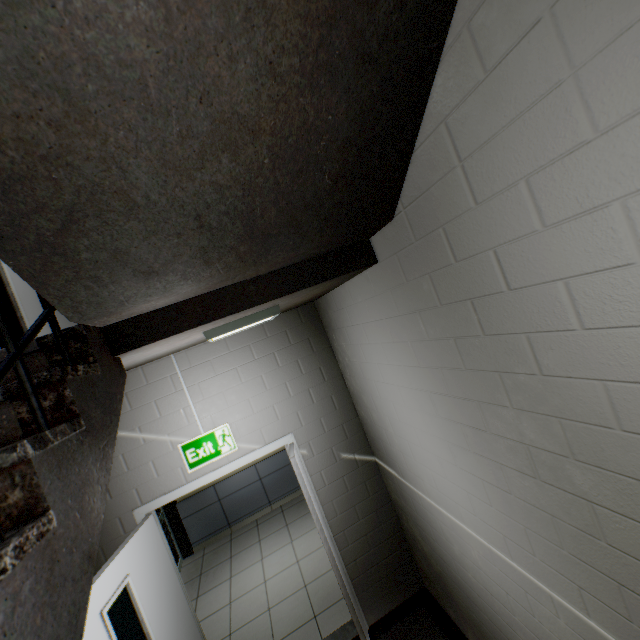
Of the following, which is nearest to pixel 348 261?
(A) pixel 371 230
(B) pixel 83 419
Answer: (A) pixel 371 230

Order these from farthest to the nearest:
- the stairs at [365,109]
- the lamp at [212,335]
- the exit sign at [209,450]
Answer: the exit sign at [209,450], the lamp at [212,335], the stairs at [365,109]

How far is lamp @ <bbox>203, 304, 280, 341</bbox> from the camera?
2.04m

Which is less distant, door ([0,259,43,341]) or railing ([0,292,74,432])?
railing ([0,292,74,432])

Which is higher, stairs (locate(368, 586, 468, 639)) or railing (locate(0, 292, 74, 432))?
railing (locate(0, 292, 74, 432))

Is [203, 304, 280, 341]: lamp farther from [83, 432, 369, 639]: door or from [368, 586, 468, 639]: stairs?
[83, 432, 369, 639]: door

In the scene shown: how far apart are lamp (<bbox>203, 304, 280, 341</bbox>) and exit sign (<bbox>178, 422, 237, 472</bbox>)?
1.0m

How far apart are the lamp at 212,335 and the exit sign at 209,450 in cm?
103
